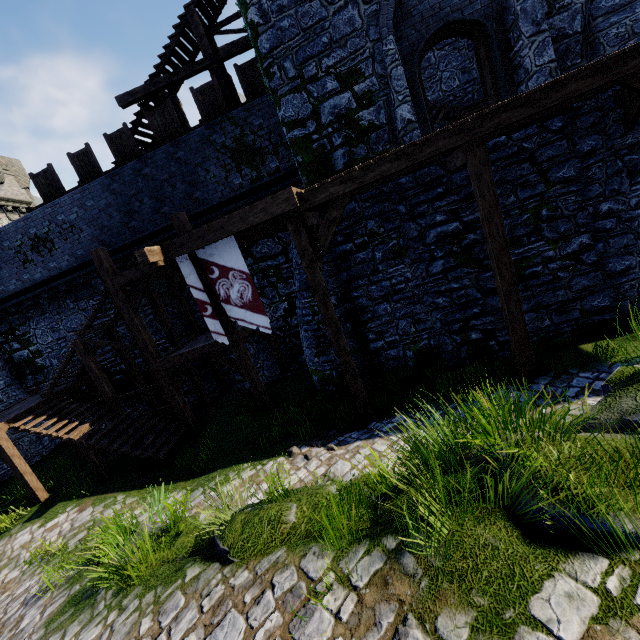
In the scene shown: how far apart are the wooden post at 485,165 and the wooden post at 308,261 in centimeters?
359cm

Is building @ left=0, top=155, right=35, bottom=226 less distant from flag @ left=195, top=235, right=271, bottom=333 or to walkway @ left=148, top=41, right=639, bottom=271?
walkway @ left=148, top=41, right=639, bottom=271

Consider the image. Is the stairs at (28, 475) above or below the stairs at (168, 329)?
below

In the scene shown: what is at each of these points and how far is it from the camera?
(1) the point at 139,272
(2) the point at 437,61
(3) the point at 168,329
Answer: (1) walkway, 10.1 meters
(2) building, 14.6 meters
(3) stairs, 12.6 meters

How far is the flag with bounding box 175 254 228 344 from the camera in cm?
813

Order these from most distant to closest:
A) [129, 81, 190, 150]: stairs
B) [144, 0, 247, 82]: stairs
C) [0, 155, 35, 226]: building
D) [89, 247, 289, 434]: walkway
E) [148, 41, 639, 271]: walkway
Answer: [0, 155, 35, 226]: building
[129, 81, 190, 150]: stairs
[144, 0, 247, 82]: stairs
[89, 247, 289, 434]: walkway
[148, 41, 639, 271]: walkway

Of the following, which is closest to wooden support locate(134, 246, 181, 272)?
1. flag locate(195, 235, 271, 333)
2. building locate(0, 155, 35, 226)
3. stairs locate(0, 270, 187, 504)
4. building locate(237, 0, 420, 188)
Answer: flag locate(195, 235, 271, 333)

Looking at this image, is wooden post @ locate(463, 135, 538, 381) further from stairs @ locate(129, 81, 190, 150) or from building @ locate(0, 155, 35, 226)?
building @ locate(0, 155, 35, 226)
